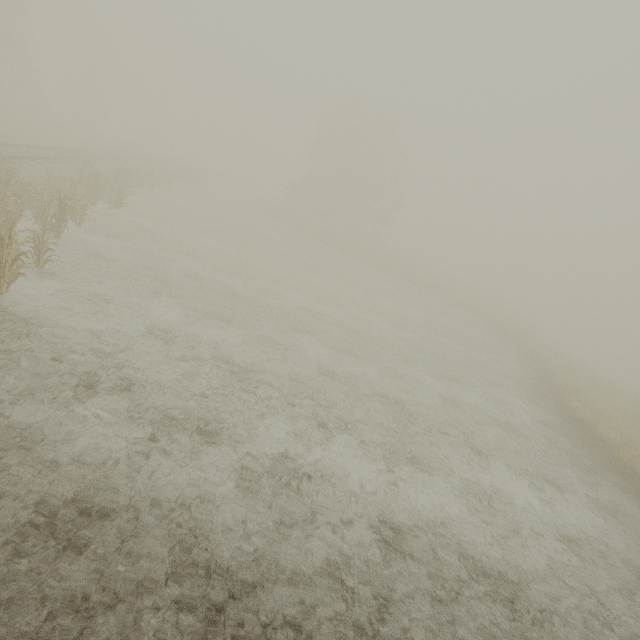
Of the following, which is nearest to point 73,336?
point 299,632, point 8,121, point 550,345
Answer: point 299,632

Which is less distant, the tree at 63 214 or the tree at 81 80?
the tree at 63 214

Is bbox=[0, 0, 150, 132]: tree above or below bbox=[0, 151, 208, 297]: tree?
above

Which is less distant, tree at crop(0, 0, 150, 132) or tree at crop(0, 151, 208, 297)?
tree at crop(0, 151, 208, 297)

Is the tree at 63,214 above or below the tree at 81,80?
below
